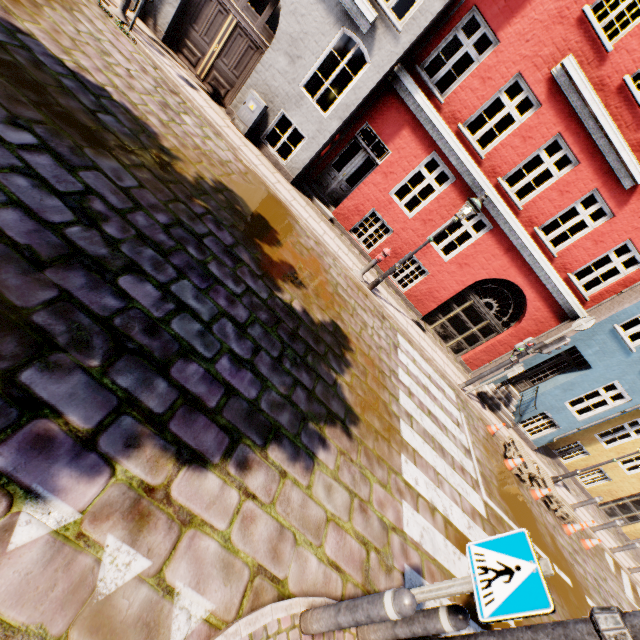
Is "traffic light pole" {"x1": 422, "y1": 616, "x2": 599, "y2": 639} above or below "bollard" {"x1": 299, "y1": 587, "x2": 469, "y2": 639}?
above

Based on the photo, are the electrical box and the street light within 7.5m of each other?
yes

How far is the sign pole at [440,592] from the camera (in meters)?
2.41

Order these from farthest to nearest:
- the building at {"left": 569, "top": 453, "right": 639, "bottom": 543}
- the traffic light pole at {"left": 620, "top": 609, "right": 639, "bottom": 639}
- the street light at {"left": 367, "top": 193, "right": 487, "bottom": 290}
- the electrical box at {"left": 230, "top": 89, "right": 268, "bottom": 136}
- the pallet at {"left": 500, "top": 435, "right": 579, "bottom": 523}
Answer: the building at {"left": 569, "top": 453, "right": 639, "bottom": 543} < the pallet at {"left": 500, "top": 435, "right": 579, "bottom": 523} < the electrical box at {"left": 230, "top": 89, "right": 268, "bottom": 136} < the street light at {"left": 367, "top": 193, "right": 487, "bottom": 290} < the traffic light pole at {"left": 620, "top": 609, "right": 639, "bottom": 639}

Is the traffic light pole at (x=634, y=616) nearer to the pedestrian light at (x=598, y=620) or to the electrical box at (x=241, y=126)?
the pedestrian light at (x=598, y=620)

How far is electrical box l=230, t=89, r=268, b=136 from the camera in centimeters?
915cm

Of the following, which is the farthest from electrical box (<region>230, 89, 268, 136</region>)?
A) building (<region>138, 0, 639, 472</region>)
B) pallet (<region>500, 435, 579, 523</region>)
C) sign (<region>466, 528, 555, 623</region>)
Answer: pallet (<region>500, 435, 579, 523</region>)

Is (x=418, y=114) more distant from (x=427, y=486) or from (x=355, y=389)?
(x=427, y=486)
